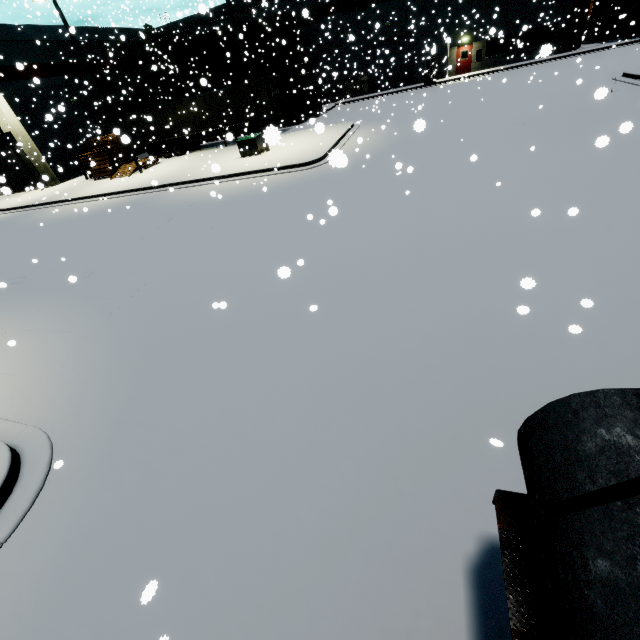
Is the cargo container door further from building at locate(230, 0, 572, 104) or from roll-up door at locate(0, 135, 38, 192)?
roll-up door at locate(0, 135, 38, 192)

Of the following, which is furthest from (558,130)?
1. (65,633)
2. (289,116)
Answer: (289,116)

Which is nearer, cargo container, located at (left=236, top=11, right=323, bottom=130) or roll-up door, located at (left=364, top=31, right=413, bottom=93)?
cargo container, located at (left=236, top=11, right=323, bottom=130)

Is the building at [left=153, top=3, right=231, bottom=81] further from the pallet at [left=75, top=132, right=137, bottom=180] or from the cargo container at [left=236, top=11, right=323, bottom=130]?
the cargo container at [left=236, top=11, right=323, bottom=130]

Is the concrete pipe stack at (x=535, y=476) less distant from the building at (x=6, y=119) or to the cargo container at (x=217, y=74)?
the building at (x=6, y=119)

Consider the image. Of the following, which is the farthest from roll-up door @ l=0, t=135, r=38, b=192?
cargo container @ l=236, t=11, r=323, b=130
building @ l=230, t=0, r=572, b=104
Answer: cargo container @ l=236, t=11, r=323, b=130

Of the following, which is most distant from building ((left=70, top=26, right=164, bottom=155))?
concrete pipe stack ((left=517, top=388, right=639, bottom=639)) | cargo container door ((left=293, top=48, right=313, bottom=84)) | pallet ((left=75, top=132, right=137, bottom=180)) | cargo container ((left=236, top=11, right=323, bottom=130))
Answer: cargo container door ((left=293, top=48, right=313, bottom=84))

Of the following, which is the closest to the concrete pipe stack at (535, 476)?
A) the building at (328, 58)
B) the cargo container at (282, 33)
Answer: the building at (328, 58)
